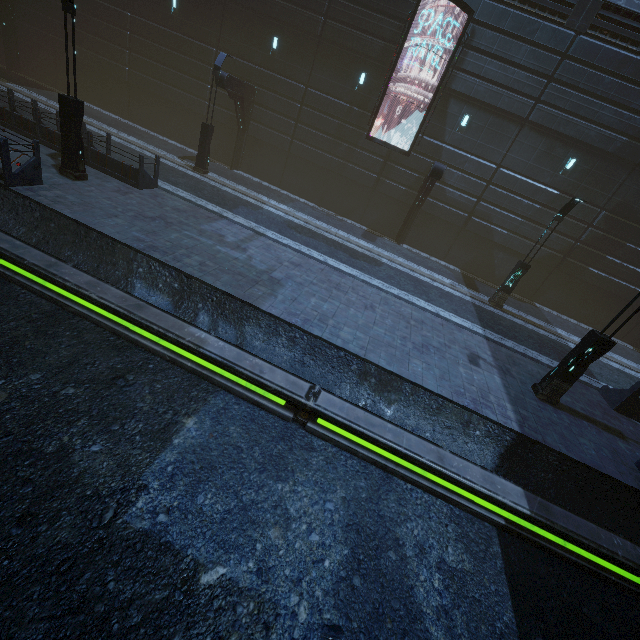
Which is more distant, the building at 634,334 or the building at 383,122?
the building at 634,334

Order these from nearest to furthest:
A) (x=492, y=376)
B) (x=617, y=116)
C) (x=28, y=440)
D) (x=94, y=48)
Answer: (x=28, y=440), (x=492, y=376), (x=617, y=116), (x=94, y=48)

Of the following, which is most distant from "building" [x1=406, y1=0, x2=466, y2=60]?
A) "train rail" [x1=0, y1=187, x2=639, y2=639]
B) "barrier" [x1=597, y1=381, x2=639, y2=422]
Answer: "barrier" [x1=597, y1=381, x2=639, y2=422]

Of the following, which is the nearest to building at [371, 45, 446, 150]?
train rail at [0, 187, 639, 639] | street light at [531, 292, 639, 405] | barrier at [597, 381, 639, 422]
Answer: train rail at [0, 187, 639, 639]

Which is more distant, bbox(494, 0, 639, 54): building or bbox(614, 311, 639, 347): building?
bbox(614, 311, 639, 347): building

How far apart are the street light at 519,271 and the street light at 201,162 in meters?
16.8 m

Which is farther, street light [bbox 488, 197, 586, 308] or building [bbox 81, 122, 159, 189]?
street light [bbox 488, 197, 586, 308]

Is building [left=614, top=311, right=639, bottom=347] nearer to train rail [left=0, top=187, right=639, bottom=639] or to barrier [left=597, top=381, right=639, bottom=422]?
train rail [left=0, top=187, right=639, bottom=639]
